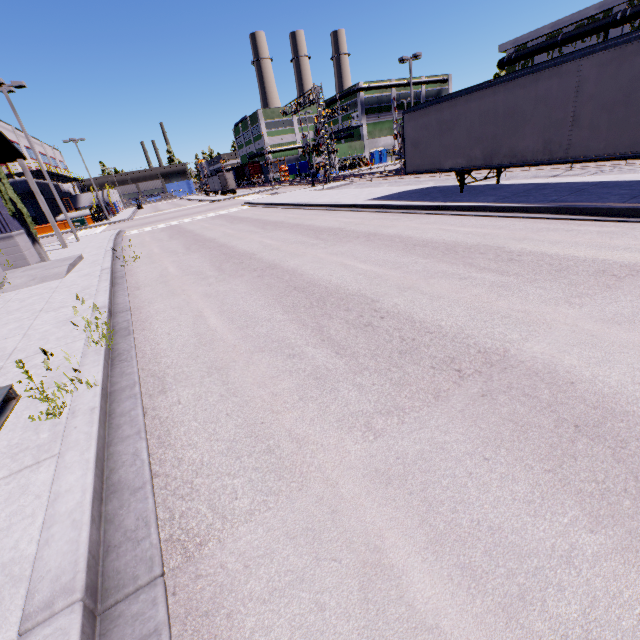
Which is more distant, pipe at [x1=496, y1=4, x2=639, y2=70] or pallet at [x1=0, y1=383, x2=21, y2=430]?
pipe at [x1=496, y1=4, x2=639, y2=70]

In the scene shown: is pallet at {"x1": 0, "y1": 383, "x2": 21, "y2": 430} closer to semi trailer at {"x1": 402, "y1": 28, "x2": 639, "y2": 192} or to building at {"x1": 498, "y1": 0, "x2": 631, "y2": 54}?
building at {"x1": 498, "y1": 0, "x2": 631, "y2": 54}

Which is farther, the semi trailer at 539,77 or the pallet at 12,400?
the semi trailer at 539,77

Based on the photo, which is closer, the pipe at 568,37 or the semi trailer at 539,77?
the semi trailer at 539,77

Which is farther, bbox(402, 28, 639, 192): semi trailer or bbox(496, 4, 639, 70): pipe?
bbox(496, 4, 639, 70): pipe

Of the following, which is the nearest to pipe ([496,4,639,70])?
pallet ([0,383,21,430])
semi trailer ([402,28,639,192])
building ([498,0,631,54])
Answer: building ([498,0,631,54])

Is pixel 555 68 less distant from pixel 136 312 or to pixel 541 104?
pixel 541 104

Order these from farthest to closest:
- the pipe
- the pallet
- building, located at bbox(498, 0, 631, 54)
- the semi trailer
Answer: building, located at bbox(498, 0, 631, 54)
the pipe
the semi trailer
the pallet
